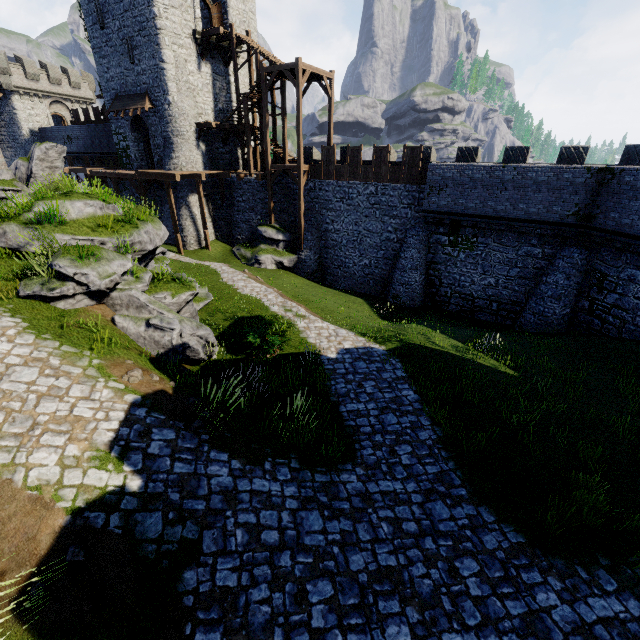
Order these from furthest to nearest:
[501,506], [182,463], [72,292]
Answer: [72,292] < [501,506] < [182,463]

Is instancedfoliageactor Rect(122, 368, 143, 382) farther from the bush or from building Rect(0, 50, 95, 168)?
building Rect(0, 50, 95, 168)

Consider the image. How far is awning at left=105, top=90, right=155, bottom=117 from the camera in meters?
24.8

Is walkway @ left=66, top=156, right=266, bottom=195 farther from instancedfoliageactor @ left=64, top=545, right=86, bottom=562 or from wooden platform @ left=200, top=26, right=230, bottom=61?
instancedfoliageactor @ left=64, top=545, right=86, bottom=562

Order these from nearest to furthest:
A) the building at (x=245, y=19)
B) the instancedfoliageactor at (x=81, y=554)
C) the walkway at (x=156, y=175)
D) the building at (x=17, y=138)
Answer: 1. the instancedfoliageactor at (x=81, y=554)
2. the walkway at (x=156, y=175)
3. the building at (x=245, y=19)
4. the building at (x=17, y=138)

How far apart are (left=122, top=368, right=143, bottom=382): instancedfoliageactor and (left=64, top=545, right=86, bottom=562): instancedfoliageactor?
3.3m

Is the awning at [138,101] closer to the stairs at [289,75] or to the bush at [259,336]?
the stairs at [289,75]

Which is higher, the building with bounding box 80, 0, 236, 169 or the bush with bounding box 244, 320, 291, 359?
the building with bounding box 80, 0, 236, 169
